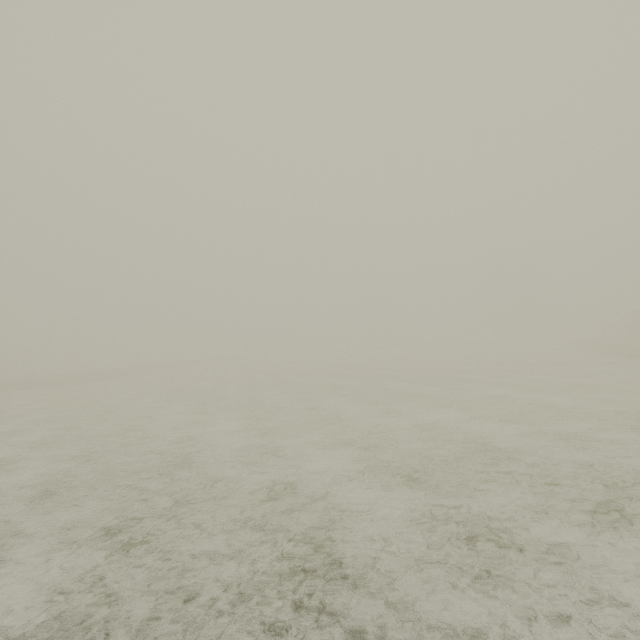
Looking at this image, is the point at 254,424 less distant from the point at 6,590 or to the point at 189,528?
the point at 189,528
